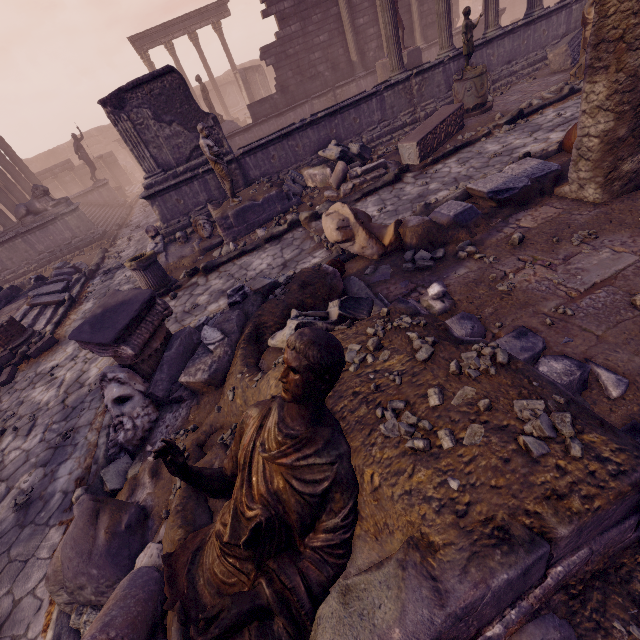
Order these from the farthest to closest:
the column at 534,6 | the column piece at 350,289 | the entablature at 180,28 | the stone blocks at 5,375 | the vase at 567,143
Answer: the entablature at 180,28 < the column at 534,6 < the stone blocks at 5,375 < the vase at 567,143 < the column piece at 350,289

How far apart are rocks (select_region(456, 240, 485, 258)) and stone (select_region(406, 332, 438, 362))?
2.21m

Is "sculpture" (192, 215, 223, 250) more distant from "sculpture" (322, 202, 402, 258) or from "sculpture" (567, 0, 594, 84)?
"sculpture" (567, 0, 594, 84)

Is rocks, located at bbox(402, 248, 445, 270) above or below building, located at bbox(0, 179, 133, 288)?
below

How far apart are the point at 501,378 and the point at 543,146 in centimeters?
704cm

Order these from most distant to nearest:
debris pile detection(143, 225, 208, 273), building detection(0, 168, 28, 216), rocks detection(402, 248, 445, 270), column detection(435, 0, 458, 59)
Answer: building detection(0, 168, 28, 216) → column detection(435, 0, 458, 59) → debris pile detection(143, 225, 208, 273) → rocks detection(402, 248, 445, 270)

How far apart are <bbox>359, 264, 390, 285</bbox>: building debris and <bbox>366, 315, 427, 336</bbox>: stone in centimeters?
209cm

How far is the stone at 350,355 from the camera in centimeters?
231cm
